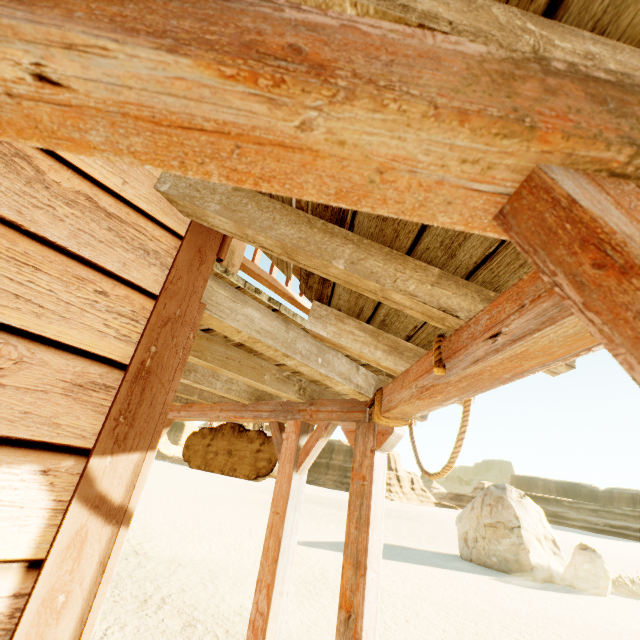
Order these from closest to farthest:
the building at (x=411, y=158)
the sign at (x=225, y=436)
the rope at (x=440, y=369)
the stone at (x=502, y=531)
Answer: the building at (x=411, y=158)
the rope at (x=440, y=369)
the sign at (x=225, y=436)
the stone at (x=502, y=531)

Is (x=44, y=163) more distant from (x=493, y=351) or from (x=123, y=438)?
(x=493, y=351)

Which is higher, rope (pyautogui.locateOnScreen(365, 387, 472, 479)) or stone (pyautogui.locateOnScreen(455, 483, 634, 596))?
rope (pyautogui.locateOnScreen(365, 387, 472, 479))

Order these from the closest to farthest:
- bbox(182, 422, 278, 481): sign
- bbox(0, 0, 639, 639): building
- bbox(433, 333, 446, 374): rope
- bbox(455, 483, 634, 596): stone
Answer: bbox(0, 0, 639, 639): building
bbox(433, 333, 446, 374): rope
bbox(182, 422, 278, 481): sign
bbox(455, 483, 634, 596): stone

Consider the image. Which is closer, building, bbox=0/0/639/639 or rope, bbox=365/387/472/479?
building, bbox=0/0/639/639

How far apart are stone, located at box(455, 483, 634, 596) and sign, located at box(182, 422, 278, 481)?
17.5 meters

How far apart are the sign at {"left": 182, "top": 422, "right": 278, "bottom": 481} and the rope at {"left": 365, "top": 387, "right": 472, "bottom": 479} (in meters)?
1.43

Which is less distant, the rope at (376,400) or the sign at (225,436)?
the rope at (376,400)
